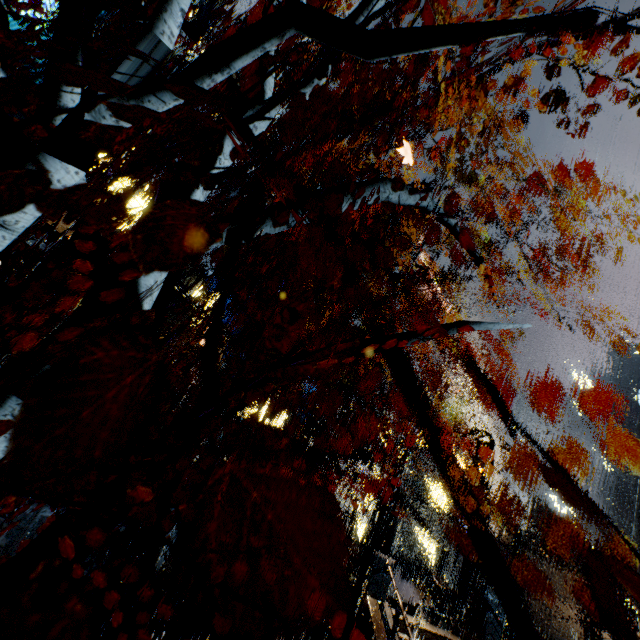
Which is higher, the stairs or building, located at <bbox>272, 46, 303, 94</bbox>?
building, located at <bbox>272, 46, 303, 94</bbox>

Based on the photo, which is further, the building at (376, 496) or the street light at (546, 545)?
the building at (376, 496)

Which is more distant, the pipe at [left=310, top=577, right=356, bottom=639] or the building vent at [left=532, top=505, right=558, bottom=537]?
the building vent at [left=532, top=505, right=558, bottom=537]

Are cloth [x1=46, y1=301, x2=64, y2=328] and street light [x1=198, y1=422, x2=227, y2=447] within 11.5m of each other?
yes

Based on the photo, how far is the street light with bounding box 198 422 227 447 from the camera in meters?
14.2

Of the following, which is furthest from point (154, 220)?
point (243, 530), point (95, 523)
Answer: point (243, 530)

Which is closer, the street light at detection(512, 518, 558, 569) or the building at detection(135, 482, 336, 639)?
the building at detection(135, 482, 336, 639)

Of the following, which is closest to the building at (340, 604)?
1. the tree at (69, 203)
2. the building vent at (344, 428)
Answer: the building vent at (344, 428)
